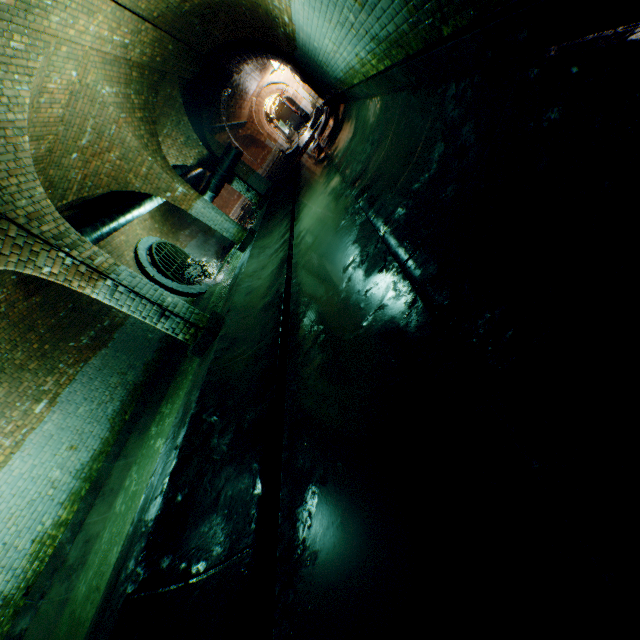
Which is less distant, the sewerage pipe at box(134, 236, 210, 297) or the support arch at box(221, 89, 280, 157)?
the sewerage pipe at box(134, 236, 210, 297)

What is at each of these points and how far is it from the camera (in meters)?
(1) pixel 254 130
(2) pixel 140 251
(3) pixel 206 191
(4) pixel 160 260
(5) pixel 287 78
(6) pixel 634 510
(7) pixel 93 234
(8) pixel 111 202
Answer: (1) support arch, 28.94
(2) sewerage pipe, 13.21
(3) pipe, 13.09
(4) sewer grate, 13.53
(5) support arch, 27.06
(6) building tunnel, 0.81
(7) pipe, 8.90
(8) building tunnel, 10.88

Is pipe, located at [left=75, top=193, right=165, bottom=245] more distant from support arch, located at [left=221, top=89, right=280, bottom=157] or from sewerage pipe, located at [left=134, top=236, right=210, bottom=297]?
sewerage pipe, located at [left=134, top=236, right=210, bottom=297]

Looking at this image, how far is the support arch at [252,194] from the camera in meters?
13.3

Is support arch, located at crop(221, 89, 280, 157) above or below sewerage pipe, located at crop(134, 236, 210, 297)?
above

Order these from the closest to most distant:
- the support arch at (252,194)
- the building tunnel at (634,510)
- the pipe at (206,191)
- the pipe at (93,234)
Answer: the building tunnel at (634,510) → the pipe at (93,234) → the pipe at (206,191) → the support arch at (252,194)

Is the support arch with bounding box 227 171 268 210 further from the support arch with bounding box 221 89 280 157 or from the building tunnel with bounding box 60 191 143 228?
the support arch with bounding box 221 89 280 157

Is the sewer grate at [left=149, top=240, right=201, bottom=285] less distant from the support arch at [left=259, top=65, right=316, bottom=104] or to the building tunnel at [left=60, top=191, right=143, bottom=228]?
the building tunnel at [left=60, top=191, right=143, bottom=228]
